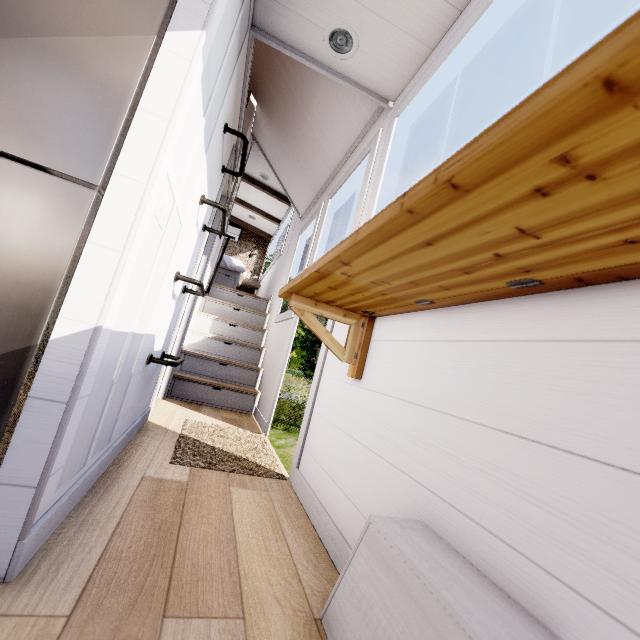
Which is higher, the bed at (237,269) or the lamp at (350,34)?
the lamp at (350,34)

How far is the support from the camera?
1.46m

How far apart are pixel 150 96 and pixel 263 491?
1.8 meters

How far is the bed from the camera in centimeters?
606cm

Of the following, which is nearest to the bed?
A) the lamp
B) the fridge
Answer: the lamp

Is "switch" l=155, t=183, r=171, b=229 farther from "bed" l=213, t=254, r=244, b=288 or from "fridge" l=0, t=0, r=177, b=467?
"bed" l=213, t=254, r=244, b=288

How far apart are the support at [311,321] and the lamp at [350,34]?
1.61m

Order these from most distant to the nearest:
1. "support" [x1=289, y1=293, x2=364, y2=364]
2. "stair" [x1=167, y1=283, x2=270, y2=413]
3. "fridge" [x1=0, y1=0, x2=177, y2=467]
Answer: "stair" [x1=167, y1=283, x2=270, y2=413], "support" [x1=289, y1=293, x2=364, y2=364], "fridge" [x1=0, y1=0, x2=177, y2=467]
